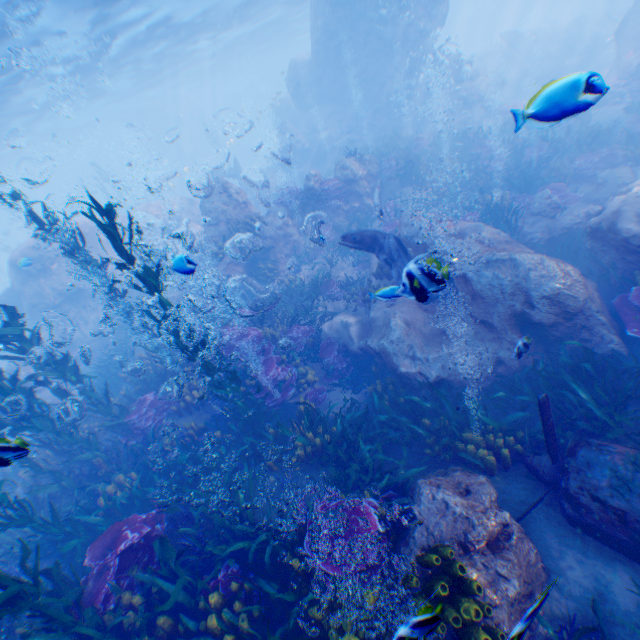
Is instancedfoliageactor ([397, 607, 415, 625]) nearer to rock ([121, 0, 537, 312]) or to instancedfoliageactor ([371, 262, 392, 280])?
rock ([121, 0, 537, 312])

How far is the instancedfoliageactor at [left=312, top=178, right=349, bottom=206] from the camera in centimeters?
1346cm

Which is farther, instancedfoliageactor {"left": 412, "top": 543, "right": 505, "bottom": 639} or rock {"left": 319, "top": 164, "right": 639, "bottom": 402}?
rock {"left": 319, "top": 164, "right": 639, "bottom": 402}

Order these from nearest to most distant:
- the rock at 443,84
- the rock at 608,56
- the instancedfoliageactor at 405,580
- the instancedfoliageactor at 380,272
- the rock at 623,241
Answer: the instancedfoliageactor at 405,580, the rock at 623,241, the instancedfoliageactor at 380,272, the rock at 443,84, the rock at 608,56

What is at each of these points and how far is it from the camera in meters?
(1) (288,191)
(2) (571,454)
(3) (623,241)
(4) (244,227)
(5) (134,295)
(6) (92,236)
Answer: (1) instancedfoliageactor, 13.6 m
(2) plane, 4.7 m
(3) rock, 6.8 m
(4) instancedfoliageactor, 13.3 m
(5) rock, 16.7 m
(6) rock, 17.6 m

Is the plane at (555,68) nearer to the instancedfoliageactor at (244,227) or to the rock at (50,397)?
the rock at (50,397)

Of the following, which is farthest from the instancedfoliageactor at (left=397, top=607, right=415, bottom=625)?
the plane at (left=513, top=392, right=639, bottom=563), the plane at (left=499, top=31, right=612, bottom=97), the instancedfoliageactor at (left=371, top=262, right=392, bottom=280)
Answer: the plane at (left=499, top=31, right=612, bottom=97)

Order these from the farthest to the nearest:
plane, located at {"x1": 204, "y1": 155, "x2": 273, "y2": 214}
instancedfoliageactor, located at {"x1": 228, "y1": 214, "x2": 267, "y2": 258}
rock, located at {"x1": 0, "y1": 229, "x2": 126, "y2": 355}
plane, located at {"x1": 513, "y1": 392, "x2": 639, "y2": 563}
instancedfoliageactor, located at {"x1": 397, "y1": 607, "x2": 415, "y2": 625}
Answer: plane, located at {"x1": 204, "y1": 155, "x2": 273, "y2": 214}, rock, located at {"x1": 0, "y1": 229, "x2": 126, "y2": 355}, instancedfoliageactor, located at {"x1": 228, "y1": 214, "x2": 267, "y2": 258}, plane, located at {"x1": 513, "y1": 392, "x2": 639, "y2": 563}, instancedfoliageactor, located at {"x1": 397, "y1": 607, "x2": 415, "y2": 625}
